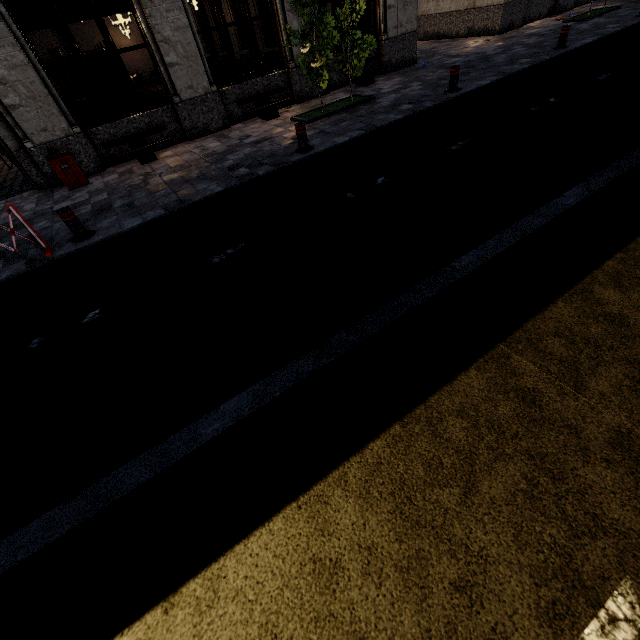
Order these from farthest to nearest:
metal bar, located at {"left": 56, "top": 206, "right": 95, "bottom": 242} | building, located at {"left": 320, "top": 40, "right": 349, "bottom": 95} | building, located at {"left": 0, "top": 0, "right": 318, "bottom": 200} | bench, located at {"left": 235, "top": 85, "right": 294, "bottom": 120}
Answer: building, located at {"left": 320, "top": 40, "right": 349, "bottom": 95} → bench, located at {"left": 235, "top": 85, "right": 294, "bottom": 120} → building, located at {"left": 0, "top": 0, "right": 318, "bottom": 200} → metal bar, located at {"left": 56, "top": 206, "right": 95, "bottom": 242}

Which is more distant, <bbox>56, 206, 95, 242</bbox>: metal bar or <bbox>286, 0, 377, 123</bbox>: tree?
<bbox>286, 0, 377, 123</bbox>: tree

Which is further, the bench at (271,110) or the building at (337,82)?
the building at (337,82)

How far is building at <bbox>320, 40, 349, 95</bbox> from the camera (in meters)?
11.33

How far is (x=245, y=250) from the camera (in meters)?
4.77

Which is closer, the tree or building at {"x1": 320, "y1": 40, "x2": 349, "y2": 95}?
the tree

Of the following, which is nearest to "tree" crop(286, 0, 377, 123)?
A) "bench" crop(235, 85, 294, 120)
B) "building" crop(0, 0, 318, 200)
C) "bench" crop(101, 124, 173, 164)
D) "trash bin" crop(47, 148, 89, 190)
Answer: "bench" crop(235, 85, 294, 120)

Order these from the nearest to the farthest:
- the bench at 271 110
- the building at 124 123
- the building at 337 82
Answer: the building at 124 123 < the bench at 271 110 < the building at 337 82
